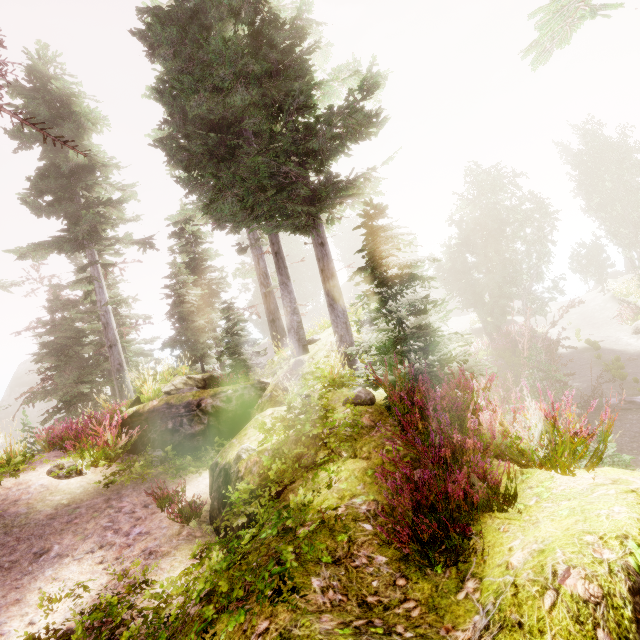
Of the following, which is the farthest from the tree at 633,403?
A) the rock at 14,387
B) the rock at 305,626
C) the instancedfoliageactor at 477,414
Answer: the rock at 14,387

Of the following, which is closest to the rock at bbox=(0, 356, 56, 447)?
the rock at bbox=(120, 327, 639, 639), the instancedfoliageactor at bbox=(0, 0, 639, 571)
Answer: the instancedfoliageactor at bbox=(0, 0, 639, 571)

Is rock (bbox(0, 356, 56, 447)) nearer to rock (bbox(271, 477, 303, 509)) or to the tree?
rock (bbox(271, 477, 303, 509))

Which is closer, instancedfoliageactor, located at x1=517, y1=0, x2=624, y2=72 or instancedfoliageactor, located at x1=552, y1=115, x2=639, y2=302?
instancedfoliageactor, located at x1=517, y1=0, x2=624, y2=72

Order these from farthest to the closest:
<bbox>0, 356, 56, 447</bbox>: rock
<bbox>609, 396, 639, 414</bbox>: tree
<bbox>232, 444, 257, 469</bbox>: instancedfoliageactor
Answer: <bbox>0, 356, 56, 447</bbox>: rock
<bbox>609, 396, 639, 414</bbox>: tree
<bbox>232, 444, 257, 469</bbox>: instancedfoliageactor

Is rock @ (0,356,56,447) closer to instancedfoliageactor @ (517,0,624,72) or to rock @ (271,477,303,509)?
instancedfoliageactor @ (517,0,624,72)

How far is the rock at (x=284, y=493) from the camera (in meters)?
3.37

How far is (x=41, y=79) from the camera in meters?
14.6
